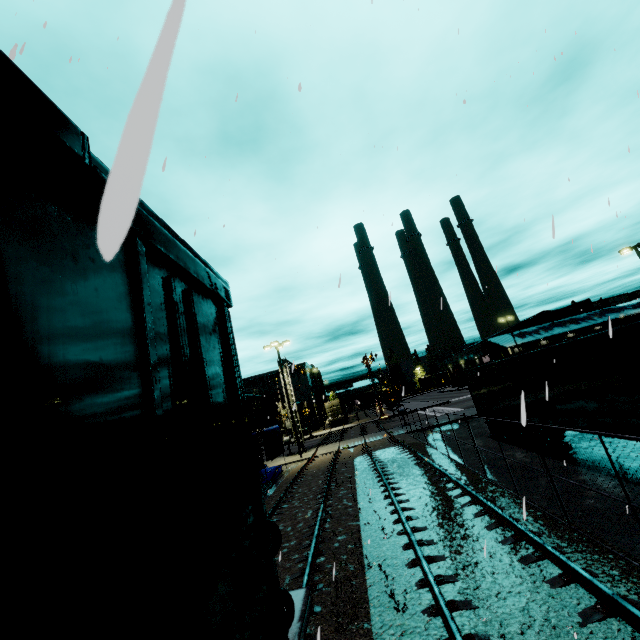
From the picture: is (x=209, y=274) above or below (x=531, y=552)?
above

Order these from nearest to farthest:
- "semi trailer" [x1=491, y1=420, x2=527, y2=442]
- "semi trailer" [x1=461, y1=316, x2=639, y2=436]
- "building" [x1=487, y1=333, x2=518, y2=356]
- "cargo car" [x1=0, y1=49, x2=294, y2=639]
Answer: "cargo car" [x1=0, y1=49, x2=294, y2=639] < "semi trailer" [x1=461, y1=316, x2=639, y2=436] < "semi trailer" [x1=491, y1=420, x2=527, y2=442] < "building" [x1=487, y1=333, x2=518, y2=356]

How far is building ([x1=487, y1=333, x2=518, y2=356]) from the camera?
54.0 meters

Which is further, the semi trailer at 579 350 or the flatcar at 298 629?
the semi trailer at 579 350

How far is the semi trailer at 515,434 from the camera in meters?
15.6 m

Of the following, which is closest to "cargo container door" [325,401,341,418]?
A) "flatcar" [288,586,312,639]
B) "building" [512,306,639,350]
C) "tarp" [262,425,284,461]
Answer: "building" [512,306,639,350]

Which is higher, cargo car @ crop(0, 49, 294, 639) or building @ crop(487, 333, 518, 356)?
building @ crop(487, 333, 518, 356)

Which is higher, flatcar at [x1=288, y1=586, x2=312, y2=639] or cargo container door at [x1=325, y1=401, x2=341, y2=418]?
cargo container door at [x1=325, y1=401, x2=341, y2=418]
